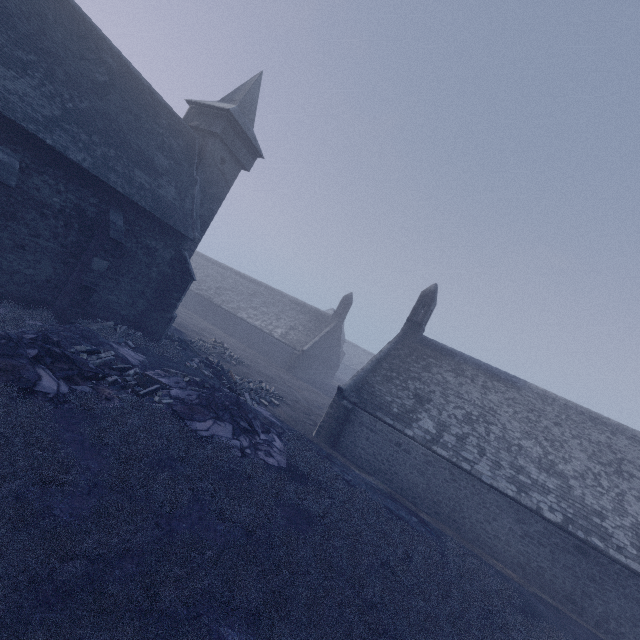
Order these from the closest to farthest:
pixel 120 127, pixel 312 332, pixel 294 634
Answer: pixel 294 634
pixel 120 127
pixel 312 332

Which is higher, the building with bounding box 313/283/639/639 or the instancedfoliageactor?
the building with bounding box 313/283/639/639

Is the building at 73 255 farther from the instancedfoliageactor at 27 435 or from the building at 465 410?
the building at 465 410

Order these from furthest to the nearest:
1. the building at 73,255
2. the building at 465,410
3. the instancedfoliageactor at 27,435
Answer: the building at 465,410 → the building at 73,255 → the instancedfoliageactor at 27,435

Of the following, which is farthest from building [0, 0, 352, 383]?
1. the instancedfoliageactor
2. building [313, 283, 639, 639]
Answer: building [313, 283, 639, 639]

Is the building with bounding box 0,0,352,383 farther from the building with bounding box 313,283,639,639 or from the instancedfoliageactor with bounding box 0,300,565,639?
the building with bounding box 313,283,639,639

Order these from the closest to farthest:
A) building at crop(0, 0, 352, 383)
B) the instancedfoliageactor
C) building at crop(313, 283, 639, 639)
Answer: the instancedfoliageactor
building at crop(0, 0, 352, 383)
building at crop(313, 283, 639, 639)
